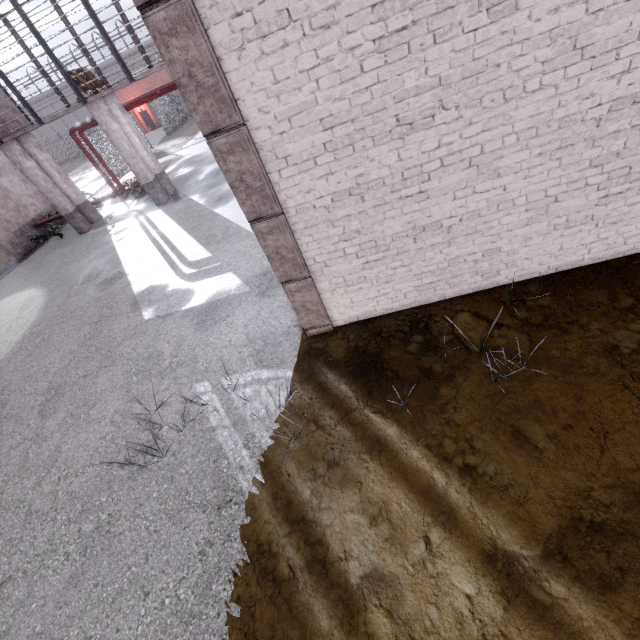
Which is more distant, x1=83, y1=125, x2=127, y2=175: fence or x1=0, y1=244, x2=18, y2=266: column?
x1=83, y1=125, x2=127, y2=175: fence

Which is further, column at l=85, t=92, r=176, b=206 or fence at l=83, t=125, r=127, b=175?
fence at l=83, t=125, r=127, b=175

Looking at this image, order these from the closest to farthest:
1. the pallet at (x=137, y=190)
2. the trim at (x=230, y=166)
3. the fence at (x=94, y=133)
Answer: the trim at (x=230, y=166) < the pallet at (x=137, y=190) < the fence at (x=94, y=133)

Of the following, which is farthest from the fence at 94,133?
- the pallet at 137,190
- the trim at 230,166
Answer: the trim at 230,166

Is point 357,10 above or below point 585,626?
above

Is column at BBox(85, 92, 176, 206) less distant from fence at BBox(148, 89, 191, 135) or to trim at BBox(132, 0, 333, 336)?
fence at BBox(148, 89, 191, 135)

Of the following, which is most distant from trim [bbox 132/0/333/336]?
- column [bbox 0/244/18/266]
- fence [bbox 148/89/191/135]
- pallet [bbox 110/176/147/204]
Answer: column [bbox 0/244/18/266]

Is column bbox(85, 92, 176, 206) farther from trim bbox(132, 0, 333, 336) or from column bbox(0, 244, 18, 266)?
trim bbox(132, 0, 333, 336)
